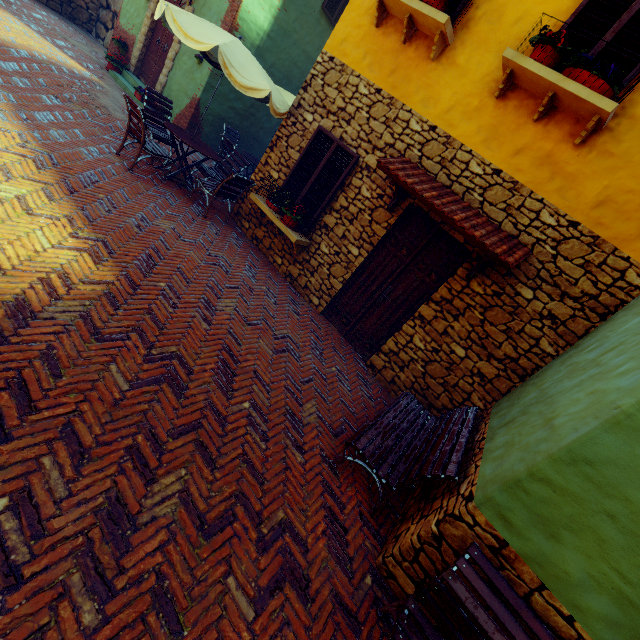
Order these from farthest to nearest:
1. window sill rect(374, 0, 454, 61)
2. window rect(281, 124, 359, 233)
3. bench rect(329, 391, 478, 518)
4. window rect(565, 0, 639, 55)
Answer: window rect(281, 124, 359, 233)
window sill rect(374, 0, 454, 61)
window rect(565, 0, 639, 55)
bench rect(329, 391, 478, 518)

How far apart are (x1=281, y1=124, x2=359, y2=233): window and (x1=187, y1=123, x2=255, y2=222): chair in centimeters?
157cm

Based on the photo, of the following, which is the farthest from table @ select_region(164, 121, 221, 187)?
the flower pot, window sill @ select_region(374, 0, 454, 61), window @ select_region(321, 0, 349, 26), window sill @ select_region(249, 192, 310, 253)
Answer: the flower pot

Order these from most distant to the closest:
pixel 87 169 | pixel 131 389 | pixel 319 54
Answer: pixel 319 54
pixel 87 169
pixel 131 389

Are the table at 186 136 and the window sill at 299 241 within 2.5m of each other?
yes

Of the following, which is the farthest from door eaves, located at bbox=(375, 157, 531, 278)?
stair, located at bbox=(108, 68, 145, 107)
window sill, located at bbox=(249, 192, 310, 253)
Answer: stair, located at bbox=(108, 68, 145, 107)

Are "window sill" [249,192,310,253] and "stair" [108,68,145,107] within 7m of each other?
yes

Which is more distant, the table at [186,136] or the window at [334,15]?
the window at [334,15]
